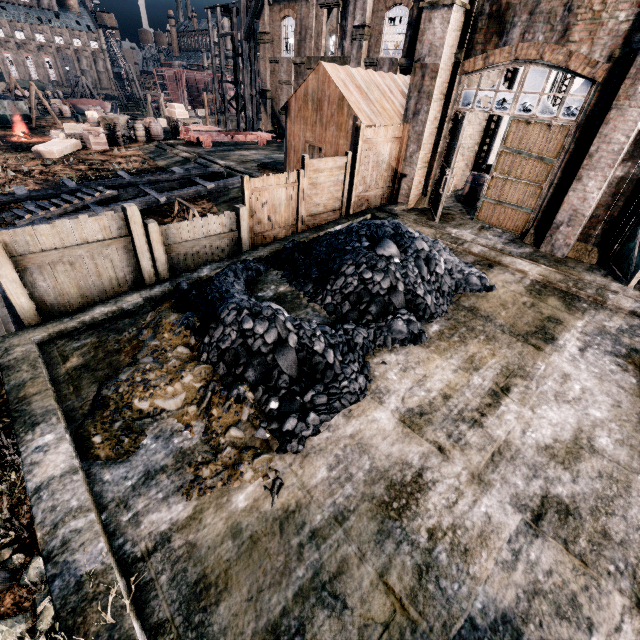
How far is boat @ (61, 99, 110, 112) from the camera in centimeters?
5016cm

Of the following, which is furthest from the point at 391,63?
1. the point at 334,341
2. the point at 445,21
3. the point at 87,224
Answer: the point at 334,341

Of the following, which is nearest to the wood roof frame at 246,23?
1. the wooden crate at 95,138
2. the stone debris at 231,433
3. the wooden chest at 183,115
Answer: the wooden chest at 183,115

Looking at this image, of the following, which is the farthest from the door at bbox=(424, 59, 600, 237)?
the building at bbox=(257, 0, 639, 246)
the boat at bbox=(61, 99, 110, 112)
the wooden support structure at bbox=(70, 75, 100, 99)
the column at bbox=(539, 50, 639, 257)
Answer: the wooden support structure at bbox=(70, 75, 100, 99)

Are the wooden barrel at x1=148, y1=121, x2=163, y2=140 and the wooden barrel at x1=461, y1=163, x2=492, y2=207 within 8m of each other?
no

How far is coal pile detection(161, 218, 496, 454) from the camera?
5.6m

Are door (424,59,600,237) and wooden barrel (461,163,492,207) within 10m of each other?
yes

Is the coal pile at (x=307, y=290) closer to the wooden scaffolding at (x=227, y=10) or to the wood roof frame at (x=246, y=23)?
the wood roof frame at (x=246, y=23)
